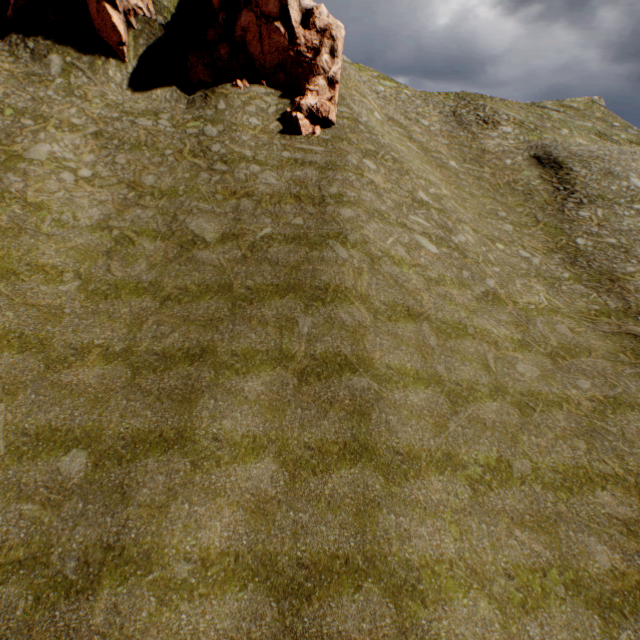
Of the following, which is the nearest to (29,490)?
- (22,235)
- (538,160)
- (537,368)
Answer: (22,235)

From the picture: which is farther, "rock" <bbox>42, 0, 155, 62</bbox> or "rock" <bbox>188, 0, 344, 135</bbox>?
"rock" <bbox>188, 0, 344, 135</bbox>

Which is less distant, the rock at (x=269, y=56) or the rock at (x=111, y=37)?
the rock at (x=111, y=37)
